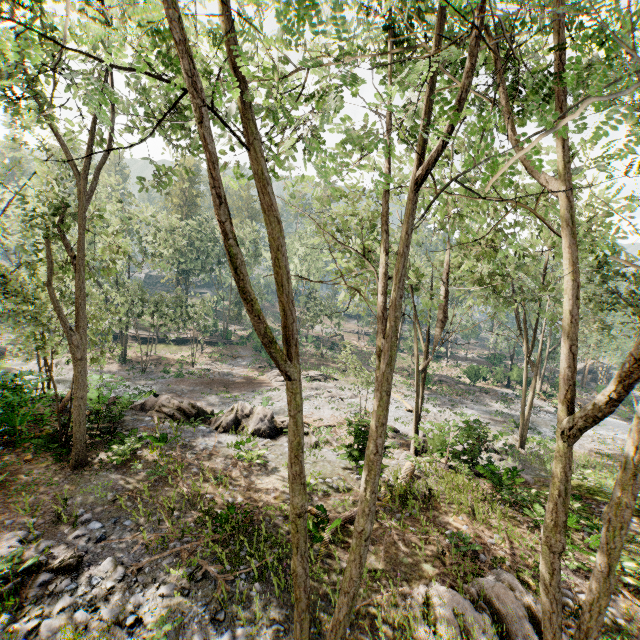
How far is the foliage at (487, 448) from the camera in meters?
17.7

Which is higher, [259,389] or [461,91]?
[461,91]

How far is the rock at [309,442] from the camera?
17.45m

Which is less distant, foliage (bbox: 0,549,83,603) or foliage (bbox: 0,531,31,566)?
foliage (bbox: 0,549,83,603)

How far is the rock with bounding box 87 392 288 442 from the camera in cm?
1716

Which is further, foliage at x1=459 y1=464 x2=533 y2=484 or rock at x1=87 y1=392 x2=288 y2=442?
rock at x1=87 y1=392 x2=288 y2=442

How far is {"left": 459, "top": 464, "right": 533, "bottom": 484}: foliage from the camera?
15.3m
